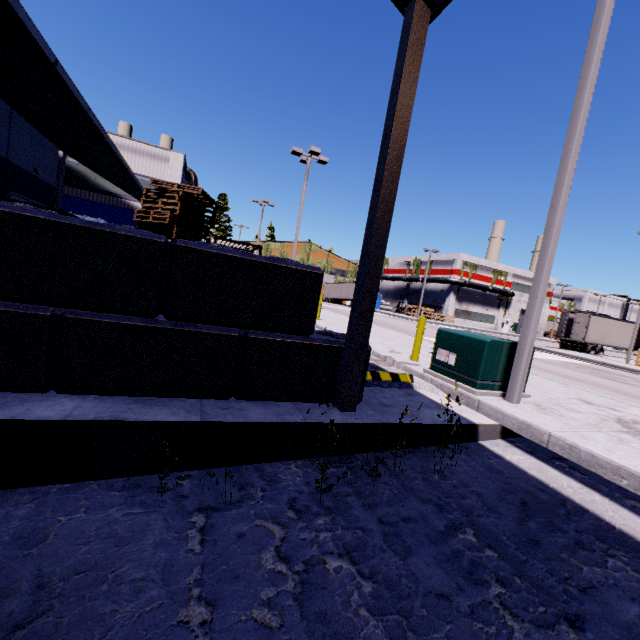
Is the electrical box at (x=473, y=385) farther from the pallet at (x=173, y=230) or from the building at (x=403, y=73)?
the pallet at (x=173, y=230)

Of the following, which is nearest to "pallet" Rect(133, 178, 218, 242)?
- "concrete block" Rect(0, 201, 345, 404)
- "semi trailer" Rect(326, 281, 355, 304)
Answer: "semi trailer" Rect(326, 281, 355, 304)

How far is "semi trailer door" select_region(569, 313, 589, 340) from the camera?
30.1m

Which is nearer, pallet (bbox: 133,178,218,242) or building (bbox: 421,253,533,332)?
pallet (bbox: 133,178,218,242)

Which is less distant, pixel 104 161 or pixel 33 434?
pixel 33 434

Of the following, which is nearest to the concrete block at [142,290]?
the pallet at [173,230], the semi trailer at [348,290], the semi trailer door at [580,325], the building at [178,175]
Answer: the building at [178,175]

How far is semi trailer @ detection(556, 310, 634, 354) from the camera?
30.2 meters

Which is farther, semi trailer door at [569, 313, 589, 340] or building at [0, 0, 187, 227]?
semi trailer door at [569, 313, 589, 340]
